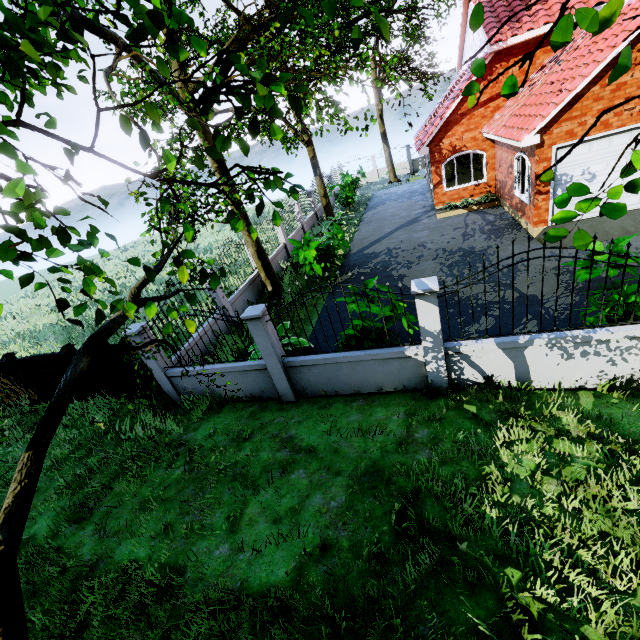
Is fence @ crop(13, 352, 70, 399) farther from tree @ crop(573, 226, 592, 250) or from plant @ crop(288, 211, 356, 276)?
plant @ crop(288, 211, 356, 276)

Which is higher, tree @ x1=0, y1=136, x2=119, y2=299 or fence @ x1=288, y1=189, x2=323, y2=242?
tree @ x1=0, y1=136, x2=119, y2=299

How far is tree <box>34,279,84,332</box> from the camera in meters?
1.2

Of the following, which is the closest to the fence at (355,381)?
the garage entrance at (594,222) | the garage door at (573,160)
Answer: the garage entrance at (594,222)

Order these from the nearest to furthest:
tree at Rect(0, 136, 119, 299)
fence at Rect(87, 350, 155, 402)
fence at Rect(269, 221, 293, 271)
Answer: tree at Rect(0, 136, 119, 299) → fence at Rect(87, 350, 155, 402) → fence at Rect(269, 221, 293, 271)

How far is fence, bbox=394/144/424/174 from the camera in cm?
3005

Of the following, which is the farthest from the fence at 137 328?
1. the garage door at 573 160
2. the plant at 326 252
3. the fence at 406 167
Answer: the fence at 406 167

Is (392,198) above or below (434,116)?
below
